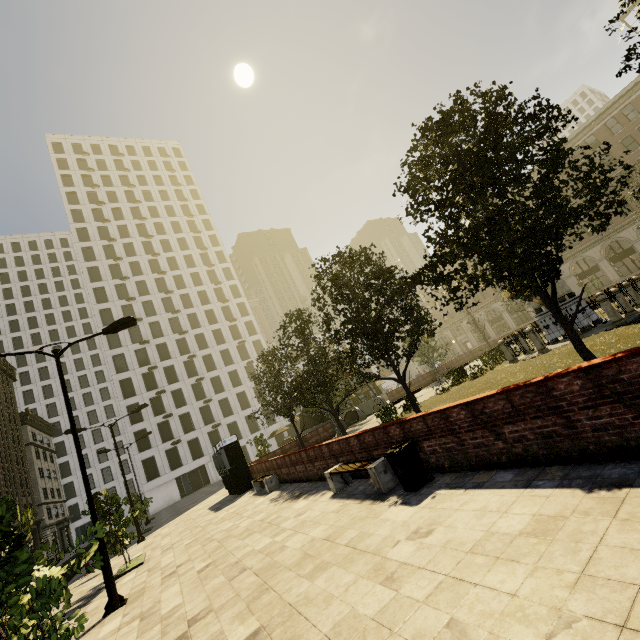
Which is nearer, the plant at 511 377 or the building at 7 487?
the plant at 511 377

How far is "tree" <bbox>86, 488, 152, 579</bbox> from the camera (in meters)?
12.05

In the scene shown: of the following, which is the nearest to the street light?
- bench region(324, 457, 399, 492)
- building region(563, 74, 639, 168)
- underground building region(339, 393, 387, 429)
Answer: bench region(324, 457, 399, 492)

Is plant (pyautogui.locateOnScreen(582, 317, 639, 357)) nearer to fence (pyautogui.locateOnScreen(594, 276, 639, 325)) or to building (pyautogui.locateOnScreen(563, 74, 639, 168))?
fence (pyautogui.locateOnScreen(594, 276, 639, 325))

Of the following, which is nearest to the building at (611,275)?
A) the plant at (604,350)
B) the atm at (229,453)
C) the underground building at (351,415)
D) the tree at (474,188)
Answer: the tree at (474,188)

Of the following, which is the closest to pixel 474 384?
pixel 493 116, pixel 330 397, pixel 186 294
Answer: pixel 330 397

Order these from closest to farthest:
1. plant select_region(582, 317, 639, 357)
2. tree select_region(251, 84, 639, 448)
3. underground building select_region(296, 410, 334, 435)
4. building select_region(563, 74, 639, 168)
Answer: tree select_region(251, 84, 639, 448) → plant select_region(582, 317, 639, 357) → underground building select_region(296, 410, 334, 435) → building select_region(563, 74, 639, 168)

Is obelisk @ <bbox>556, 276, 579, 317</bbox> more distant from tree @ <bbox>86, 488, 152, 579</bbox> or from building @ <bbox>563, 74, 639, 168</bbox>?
building @ <bbox>563, 74, 639, 168</bbox>
